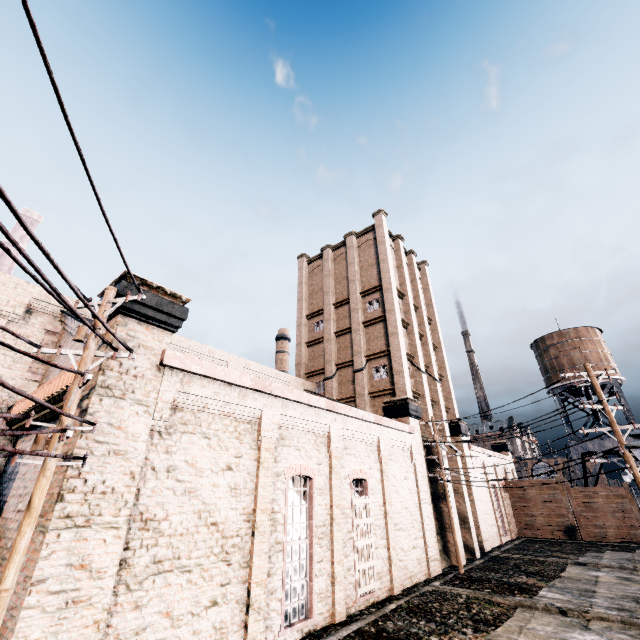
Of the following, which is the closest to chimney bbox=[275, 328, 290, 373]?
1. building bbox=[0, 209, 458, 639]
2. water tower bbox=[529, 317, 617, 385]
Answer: building bbox=[0, 209, 458, 639]

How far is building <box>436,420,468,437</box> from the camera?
27.7m

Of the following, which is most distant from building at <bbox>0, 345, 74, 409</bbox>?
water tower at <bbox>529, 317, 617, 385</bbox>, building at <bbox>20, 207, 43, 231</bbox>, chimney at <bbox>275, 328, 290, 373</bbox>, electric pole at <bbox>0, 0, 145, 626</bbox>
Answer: building at <bbox>20, 207, 43, 231</bbox>

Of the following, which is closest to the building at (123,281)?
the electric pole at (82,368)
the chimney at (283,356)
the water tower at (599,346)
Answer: the electric pole at (82,368)

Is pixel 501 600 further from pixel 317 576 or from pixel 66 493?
pixel 66 493

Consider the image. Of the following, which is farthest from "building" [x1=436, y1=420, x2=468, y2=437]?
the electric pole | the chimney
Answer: the chimney

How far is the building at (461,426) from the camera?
27.7 meters
